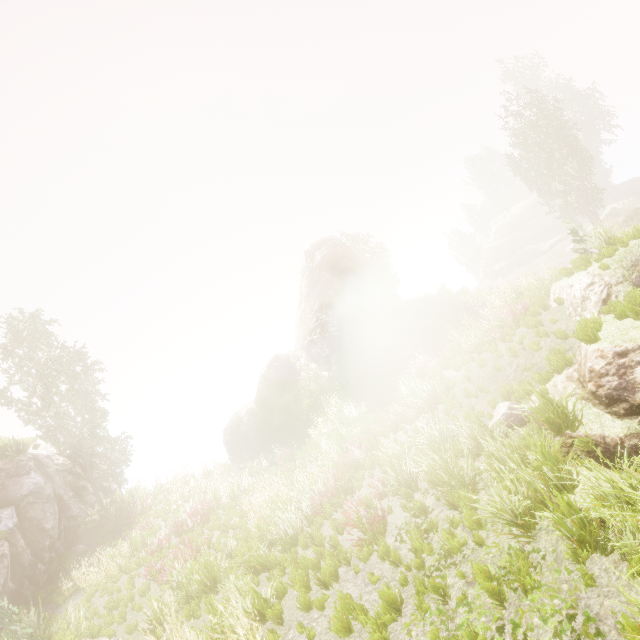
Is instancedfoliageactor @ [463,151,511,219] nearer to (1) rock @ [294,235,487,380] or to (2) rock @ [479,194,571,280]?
(1) rock @ [294,235,487,380]

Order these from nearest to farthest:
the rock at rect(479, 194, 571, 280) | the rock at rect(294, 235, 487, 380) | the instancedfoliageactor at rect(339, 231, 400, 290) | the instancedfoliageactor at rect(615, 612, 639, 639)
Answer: the instancedfoliageactor at rect(615, 612, 639, 639)
the rock at rect(294, 235, 487, 380)
the instancedfoliageactor at rect(339, 231, 400, 290)
the rock at rect(479, 194, 571, 280)

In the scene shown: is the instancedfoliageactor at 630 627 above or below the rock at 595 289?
below

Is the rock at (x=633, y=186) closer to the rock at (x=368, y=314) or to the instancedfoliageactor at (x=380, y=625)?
the instancedfoliageactor at (x=380, y=625)

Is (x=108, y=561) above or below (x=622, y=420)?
below

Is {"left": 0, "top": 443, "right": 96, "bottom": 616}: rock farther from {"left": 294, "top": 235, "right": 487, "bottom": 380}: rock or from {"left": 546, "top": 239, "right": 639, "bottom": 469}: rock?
{"left": 546, "top": 239, "right": 639, "bottom": 469}: rock

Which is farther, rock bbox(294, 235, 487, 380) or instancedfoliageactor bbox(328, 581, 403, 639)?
rock bbox(294, 235, 487, 380)
